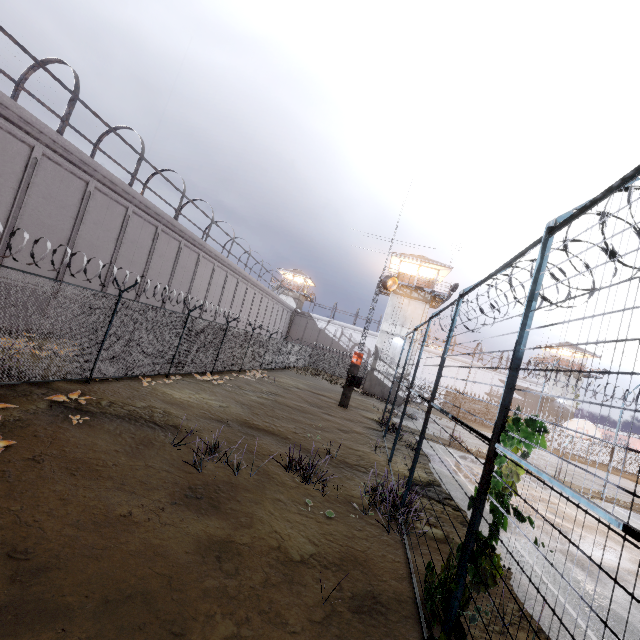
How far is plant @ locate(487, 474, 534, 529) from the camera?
3.3 meters

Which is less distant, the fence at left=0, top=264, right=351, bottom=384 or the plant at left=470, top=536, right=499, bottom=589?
the plant at left=470, top=536, right=499, bottom=589

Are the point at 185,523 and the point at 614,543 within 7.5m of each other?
no

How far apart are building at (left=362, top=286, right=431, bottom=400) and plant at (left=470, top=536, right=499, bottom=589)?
28.47m

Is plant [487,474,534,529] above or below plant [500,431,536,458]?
below

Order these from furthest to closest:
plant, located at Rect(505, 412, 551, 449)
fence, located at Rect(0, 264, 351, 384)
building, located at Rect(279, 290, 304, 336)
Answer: building, located at Rect(279, 290, 304, 336) → fence, located at Rect(0, 264, 351, 384) → plant, located at Rect(505, 412, 551, 449)

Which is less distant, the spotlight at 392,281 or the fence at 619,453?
the fence at 619,453

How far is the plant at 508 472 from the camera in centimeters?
331cm
